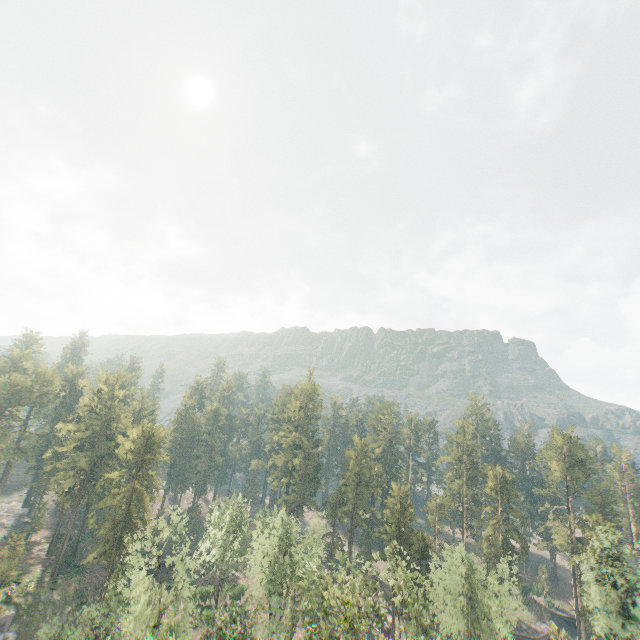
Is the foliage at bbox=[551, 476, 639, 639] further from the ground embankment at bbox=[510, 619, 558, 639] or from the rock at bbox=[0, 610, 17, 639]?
the ground embankment at bbox=[510, 619, 558, 639]

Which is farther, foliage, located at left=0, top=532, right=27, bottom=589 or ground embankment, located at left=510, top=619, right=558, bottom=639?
ground embankment, located at left=510, top=619, right=558, bottom=639

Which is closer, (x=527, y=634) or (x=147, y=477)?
(x=147, y=477)

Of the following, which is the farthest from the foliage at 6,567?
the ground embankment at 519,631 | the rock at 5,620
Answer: the ground embankment at 519,631

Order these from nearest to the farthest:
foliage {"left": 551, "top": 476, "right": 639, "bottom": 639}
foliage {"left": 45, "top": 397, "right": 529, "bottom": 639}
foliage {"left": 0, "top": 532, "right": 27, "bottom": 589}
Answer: foliage {"left": 45, "top": 397, "right": 529, "bottom": 639}, foliage {"left": 551, "top": 476, "right": 639, "bottom": 639}, foliage {"left": 0, "top": 532, "right": 27, "bottom": 589}

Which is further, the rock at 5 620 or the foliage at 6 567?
the foliage at 6 567

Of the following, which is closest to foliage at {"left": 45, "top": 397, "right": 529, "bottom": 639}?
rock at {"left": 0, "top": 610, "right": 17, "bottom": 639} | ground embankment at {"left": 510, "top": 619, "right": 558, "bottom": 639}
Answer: rock at {"left": 0, "top": 610, "right": 17, "bottom": 639}
